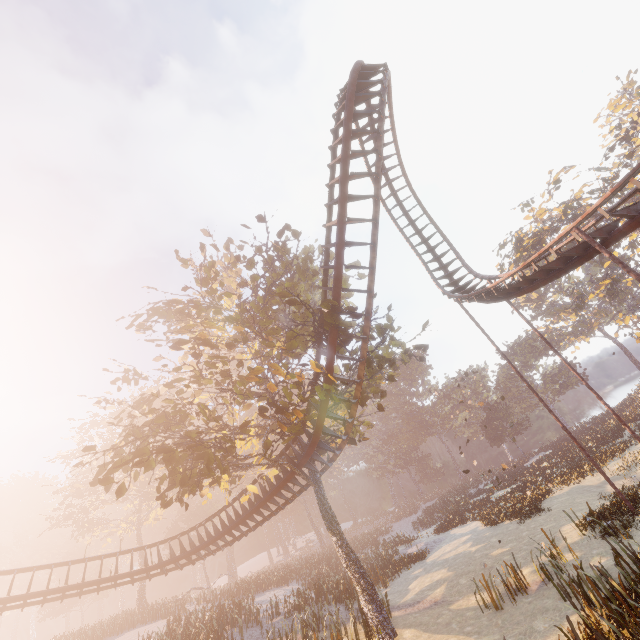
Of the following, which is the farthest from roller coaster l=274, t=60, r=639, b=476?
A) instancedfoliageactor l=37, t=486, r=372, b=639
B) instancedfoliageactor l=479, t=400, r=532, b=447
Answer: instancedfoliageactor l=479, t=400, r=532, b=447

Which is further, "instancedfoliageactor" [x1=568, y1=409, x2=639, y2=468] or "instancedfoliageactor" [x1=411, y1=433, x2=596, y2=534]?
"instancedfoliageactor" [x1=568, y1=409, x2=639, y2=468]

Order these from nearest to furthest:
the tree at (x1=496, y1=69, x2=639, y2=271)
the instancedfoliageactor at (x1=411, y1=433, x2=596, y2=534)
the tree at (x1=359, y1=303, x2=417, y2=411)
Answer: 1. the tree at (x1=359, y1=303, x2=417, y2=411)
2. the instancedfoliageactor at (x1=411, y1=433, x2=596, y2=534)
3. the tree at (x1=496, y1=69, x2=639, y2=271)

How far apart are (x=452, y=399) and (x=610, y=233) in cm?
5284

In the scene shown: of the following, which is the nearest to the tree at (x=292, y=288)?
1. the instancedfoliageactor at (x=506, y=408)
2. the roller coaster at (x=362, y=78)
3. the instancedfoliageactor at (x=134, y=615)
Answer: the roller coaster at (x=362, y=78)

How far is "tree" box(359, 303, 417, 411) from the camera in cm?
1417

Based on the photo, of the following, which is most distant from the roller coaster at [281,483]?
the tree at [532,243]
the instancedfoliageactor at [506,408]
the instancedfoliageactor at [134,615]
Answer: the tree at [532,243]

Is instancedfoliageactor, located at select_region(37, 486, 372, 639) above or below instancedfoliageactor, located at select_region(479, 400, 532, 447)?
below
